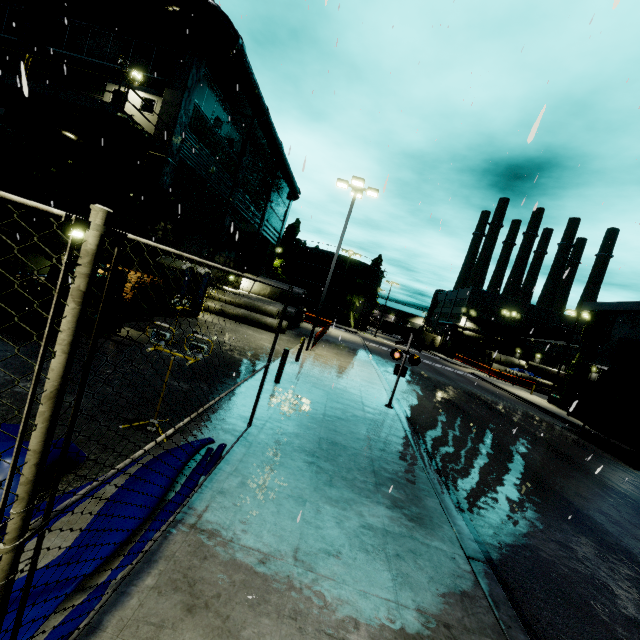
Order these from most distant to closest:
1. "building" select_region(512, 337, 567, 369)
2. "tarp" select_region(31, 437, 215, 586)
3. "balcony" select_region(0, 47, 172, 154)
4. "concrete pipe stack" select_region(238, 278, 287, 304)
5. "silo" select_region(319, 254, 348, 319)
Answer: "silo" select_region(319, 254, 348, 319) < "building" select_region(512, 337, 567, 369) < "concrete pipe stack" select_region(238, 278, 287, 304) < "balcony" select_region(0, 47, 172, 154) < "tarp" select_region(31, 437, 215, 586)

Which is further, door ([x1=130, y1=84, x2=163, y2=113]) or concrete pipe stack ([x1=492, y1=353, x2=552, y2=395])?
concrete pipe stack ([x1=492, y1=353, x2=552, y2=395])

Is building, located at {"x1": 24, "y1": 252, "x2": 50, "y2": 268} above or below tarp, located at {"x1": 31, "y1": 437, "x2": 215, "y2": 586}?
above

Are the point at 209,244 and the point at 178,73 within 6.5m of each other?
no

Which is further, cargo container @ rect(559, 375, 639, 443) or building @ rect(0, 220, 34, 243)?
cargo container @ rect(559, 375, 639, 443)

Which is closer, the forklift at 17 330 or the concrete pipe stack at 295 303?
the forklift at 17 330

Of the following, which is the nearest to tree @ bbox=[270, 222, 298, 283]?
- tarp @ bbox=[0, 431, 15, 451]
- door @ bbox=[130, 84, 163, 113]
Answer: tarp @ bbox=[0, 431, 15, 451]

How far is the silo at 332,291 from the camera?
57.2 meters
